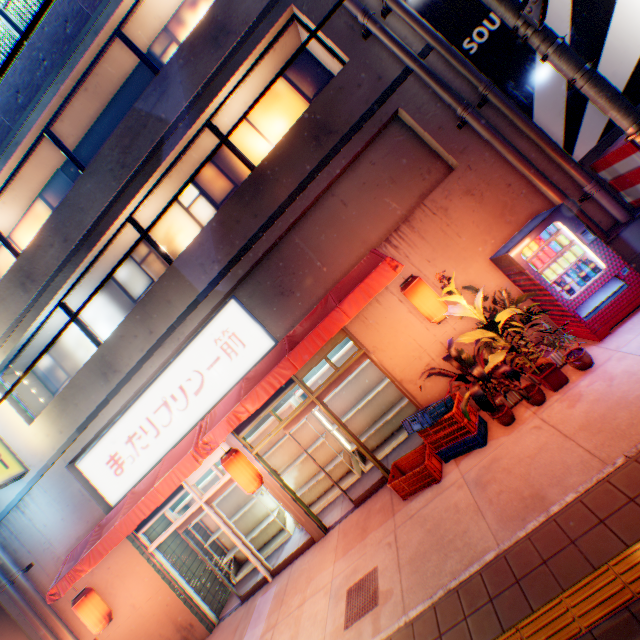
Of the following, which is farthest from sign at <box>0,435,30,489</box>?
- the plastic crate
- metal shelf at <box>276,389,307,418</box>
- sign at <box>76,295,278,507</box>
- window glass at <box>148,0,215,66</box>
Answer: window glass at <box>148,0,215,66</box>

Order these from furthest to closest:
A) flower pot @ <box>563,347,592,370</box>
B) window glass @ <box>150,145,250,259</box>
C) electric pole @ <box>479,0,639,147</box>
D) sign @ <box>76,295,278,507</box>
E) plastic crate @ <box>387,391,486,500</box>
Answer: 1. window glass @ <box>150,145,250,259</box>
2. sign @ <box>76,295,278,507</box>
3. plastic crate @ <box>387,391,486,500</box>
4. flower pot @ <box>563,347,592,370</box>
5. electric pole @ <box>479,0,639,147</box>

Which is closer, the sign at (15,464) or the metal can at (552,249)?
the metal can at (552,249)

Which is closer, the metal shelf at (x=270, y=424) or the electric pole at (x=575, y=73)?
the electric pole at (x=575, y=73)

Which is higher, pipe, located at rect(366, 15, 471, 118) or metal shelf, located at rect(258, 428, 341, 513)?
pipe, located at rect(366, 15, 471, 118)

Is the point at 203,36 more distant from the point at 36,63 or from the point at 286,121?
the point at 36,63

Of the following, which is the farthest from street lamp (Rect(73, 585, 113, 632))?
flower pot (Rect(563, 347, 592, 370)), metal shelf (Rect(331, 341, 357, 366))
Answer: flower pot (Rect(563, 347, 592, 370))

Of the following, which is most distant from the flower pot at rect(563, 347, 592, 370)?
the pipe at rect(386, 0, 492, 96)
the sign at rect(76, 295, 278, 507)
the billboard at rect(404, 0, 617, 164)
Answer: the sign at rect(76, 295, 278, 507)
